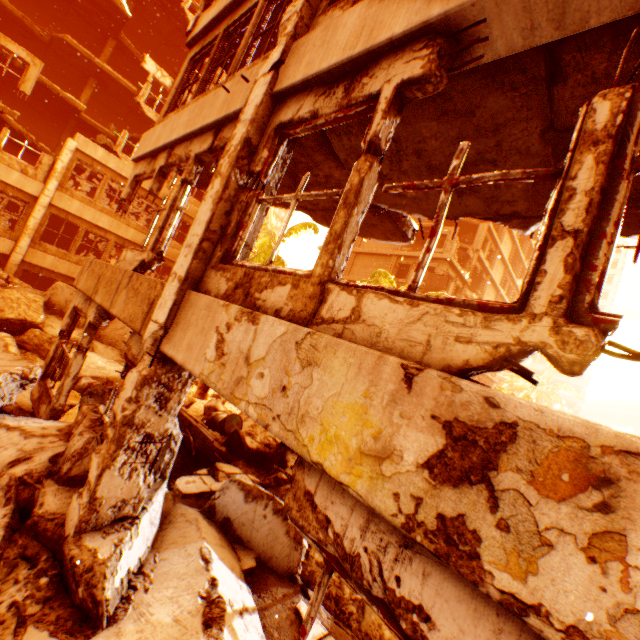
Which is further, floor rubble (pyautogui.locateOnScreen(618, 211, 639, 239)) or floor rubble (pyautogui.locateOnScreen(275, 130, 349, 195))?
floor rubble (pyautogui.locateOnScreen(275, 130, 349, 195))

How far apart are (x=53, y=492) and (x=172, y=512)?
1.4m

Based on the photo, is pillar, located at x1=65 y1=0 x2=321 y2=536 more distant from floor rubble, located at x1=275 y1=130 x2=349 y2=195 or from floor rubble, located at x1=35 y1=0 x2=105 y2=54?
floor rubble, located at x1=35 y1=0 x2=105 y2=54

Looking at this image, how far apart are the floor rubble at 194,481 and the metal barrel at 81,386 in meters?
5.2

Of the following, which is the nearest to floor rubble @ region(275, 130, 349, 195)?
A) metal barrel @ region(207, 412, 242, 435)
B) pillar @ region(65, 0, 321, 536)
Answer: pillar @ region(65, 0, 321, 536)

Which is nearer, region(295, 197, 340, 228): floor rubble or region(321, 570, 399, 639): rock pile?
region(321, 570, 399, 639): rock pile

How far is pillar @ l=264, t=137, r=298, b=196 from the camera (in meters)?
3.74

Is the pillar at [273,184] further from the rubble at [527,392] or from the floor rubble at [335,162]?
the rubble at [527,392]
